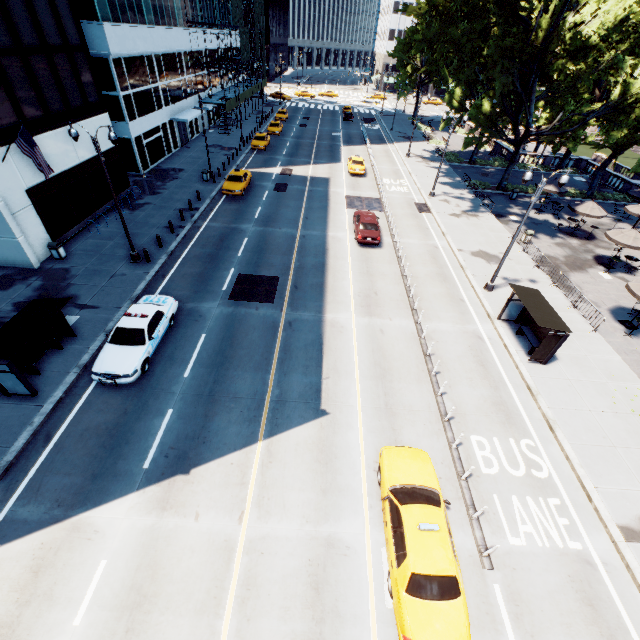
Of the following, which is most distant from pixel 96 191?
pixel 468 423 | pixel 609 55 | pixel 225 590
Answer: pixel 609 55

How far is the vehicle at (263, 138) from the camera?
40.5 meters

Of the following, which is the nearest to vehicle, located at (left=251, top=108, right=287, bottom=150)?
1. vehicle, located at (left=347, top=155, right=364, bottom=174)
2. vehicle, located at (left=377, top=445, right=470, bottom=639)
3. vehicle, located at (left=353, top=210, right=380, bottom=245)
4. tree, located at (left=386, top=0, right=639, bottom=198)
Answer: vehicle, located at (left=347, top=155, right=364, bottom=174)

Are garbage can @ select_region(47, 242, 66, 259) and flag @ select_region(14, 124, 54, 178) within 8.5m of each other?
yes

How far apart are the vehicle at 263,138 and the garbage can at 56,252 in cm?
3652

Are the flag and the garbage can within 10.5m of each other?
yes

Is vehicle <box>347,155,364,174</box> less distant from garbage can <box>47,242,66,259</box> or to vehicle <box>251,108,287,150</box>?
vehicle <box>251,108,287,150</box>

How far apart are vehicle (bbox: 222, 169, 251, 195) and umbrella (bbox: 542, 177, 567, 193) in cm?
2783
